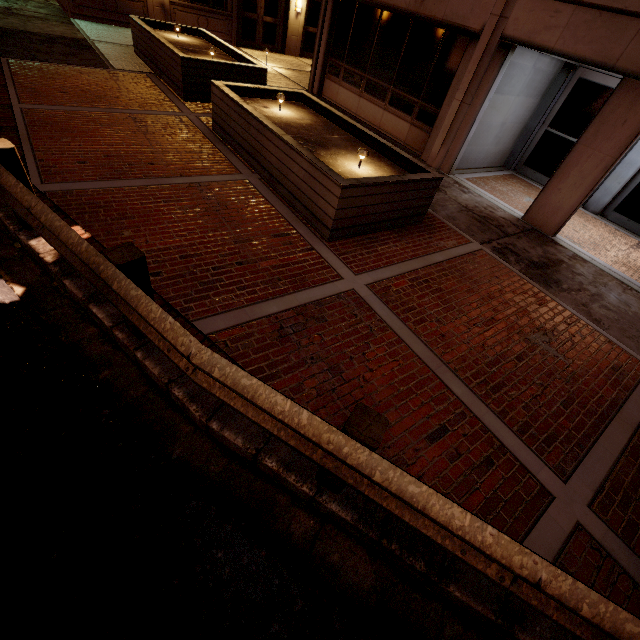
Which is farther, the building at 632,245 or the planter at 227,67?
the building at 632,245

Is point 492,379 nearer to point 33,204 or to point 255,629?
A: point 255,629

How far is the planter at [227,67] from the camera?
5.3 meters

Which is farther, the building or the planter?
the building

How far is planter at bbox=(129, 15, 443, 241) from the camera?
5.29m
